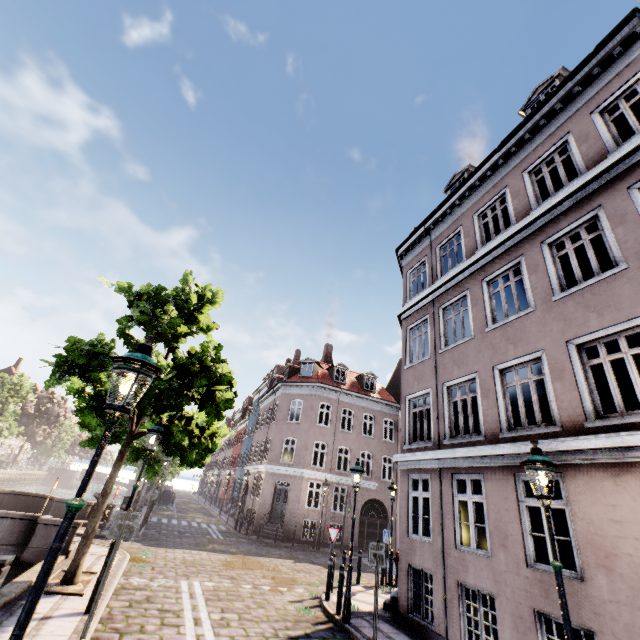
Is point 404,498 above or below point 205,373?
below

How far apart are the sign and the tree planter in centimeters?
272cm

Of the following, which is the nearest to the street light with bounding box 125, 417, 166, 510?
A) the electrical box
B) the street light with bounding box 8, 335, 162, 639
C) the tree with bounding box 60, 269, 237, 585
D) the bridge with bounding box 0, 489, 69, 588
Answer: the tree with bounding box 60, 269, 237, 585

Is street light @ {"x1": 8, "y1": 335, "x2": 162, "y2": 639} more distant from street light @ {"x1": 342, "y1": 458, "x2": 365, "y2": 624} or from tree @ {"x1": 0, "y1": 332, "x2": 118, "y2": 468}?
street light @ {"x1": 342, "y1": 458, "x2": 365, "y2": 624}

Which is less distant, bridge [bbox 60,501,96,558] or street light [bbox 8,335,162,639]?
street light [bbox 8,335,162,639]

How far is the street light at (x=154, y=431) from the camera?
7.7m

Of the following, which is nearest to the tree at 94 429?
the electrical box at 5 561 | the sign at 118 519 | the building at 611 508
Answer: the sign at 118 519

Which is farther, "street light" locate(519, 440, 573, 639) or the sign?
the sign
